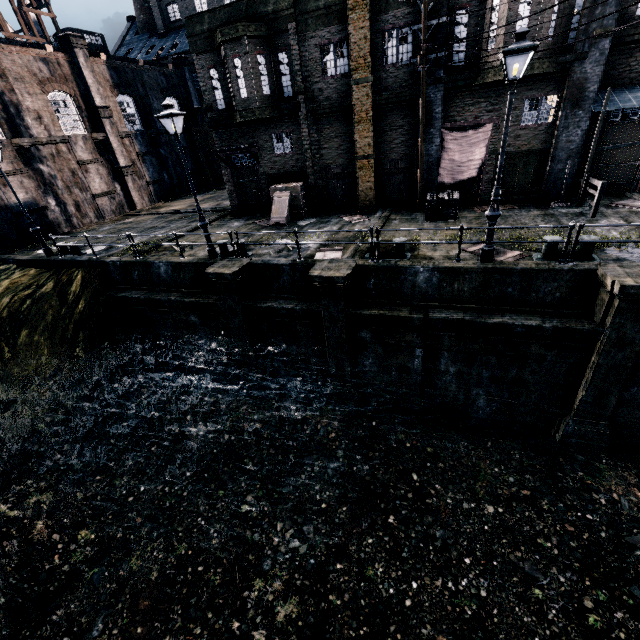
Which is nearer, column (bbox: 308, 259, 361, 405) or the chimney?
column (bbox: 308, 259, 361, 405)

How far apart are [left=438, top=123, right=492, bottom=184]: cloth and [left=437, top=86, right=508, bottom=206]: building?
0.0m

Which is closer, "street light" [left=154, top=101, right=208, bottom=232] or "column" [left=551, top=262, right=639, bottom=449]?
"column" [left=551, top=262, right=639, bottom=449]

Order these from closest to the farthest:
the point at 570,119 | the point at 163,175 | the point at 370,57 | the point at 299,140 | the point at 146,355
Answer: the point at 570,119 < the point at 370,57 < the point at 146,355 < the point at 299,140 < the point at 163,175

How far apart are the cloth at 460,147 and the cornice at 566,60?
1.35m

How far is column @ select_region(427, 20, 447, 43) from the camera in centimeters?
1390cm

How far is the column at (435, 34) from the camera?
13.9 meters

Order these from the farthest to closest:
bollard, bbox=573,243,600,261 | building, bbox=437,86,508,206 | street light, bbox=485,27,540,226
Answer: building, bbox=437,86,508,206
bollard, bbox=573,243,600,261
street light, bbox=485,27,540,226
